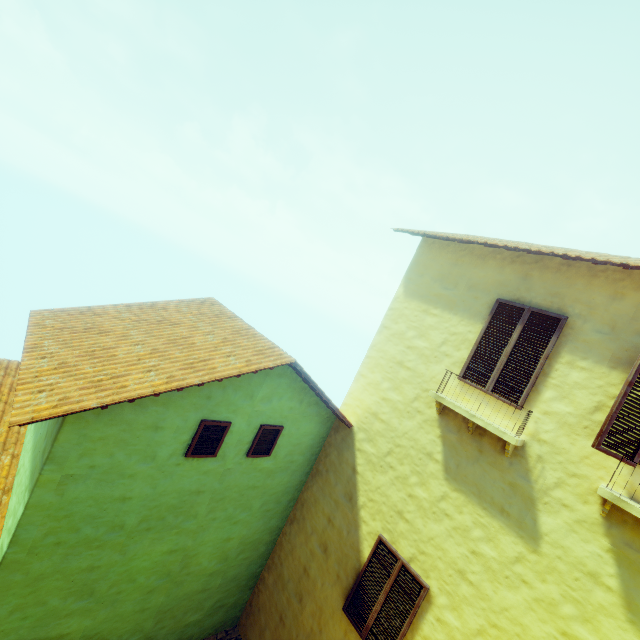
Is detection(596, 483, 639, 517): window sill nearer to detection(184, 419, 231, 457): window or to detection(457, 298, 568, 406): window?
detection(457, 298, 568, 406): window

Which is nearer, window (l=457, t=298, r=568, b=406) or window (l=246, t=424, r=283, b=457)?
window (l=457, t=298, r=568, b=406)

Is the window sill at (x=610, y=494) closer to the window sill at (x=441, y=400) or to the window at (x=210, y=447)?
the window sill at (x=441, y=400)

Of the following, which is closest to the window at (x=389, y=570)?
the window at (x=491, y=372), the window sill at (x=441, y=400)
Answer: the window sill at (x=441, y=400)

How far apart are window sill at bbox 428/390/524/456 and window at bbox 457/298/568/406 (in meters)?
0.47

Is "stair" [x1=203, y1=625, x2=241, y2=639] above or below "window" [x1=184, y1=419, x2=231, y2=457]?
below

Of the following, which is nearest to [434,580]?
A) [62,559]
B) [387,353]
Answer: [387,353]

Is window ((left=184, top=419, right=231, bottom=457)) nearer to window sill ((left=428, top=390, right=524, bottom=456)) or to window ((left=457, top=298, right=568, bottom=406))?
window sill ((left=428, top=390, right=524, bottom=456))
